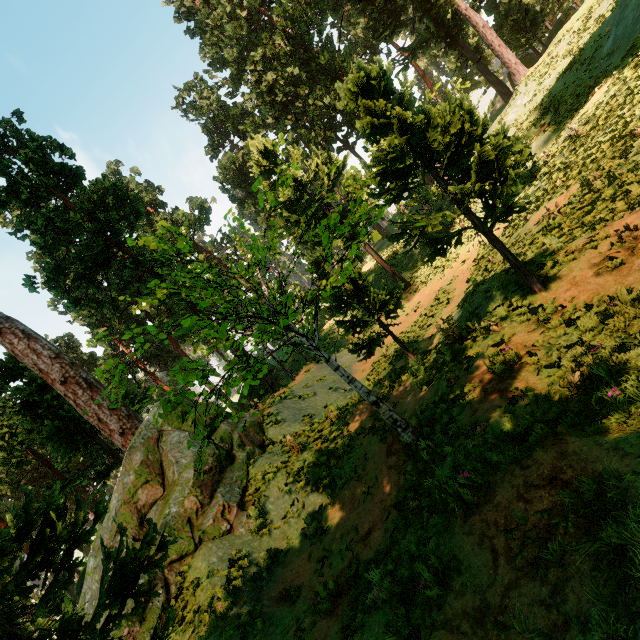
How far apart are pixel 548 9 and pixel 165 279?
54.45m
